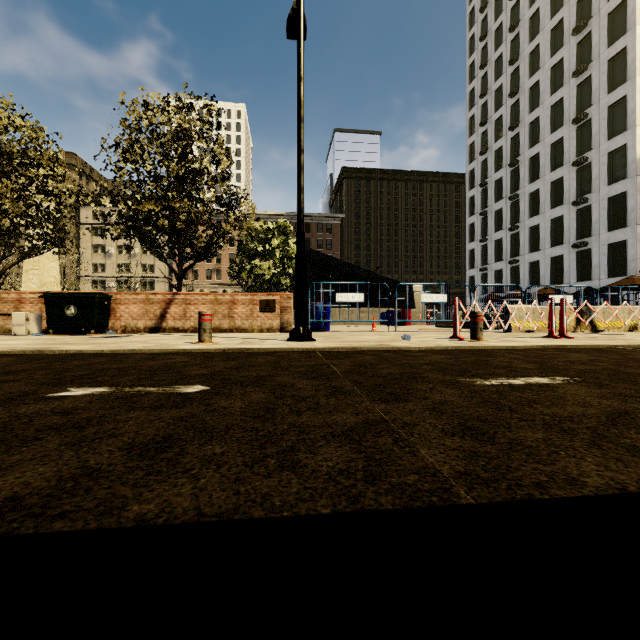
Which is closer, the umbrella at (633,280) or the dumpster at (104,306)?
the dumpster at (104,306)

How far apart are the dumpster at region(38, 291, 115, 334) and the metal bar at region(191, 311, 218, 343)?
4.77m

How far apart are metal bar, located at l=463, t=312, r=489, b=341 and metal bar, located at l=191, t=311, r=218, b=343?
4.5m

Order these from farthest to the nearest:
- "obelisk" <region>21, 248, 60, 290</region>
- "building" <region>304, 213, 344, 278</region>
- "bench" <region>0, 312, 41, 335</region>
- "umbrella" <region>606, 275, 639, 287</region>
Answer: "building" <region>304, 213, 344, 278</region>, "obelisk" <region>21, 248, 60, 290</region>, "umbrella" <region>606, 275, 639, 287</region>, "bench" <region>0, 312, 41, 335</region>

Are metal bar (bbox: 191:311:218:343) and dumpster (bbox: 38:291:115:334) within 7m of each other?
yes

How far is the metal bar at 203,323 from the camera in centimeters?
543cm

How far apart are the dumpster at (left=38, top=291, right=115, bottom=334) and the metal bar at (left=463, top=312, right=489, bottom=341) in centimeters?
903cm

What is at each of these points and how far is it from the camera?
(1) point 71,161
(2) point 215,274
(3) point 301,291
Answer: (1) building, 54.62m
(2) building, 57.47m
(3) street light, 6.02m
